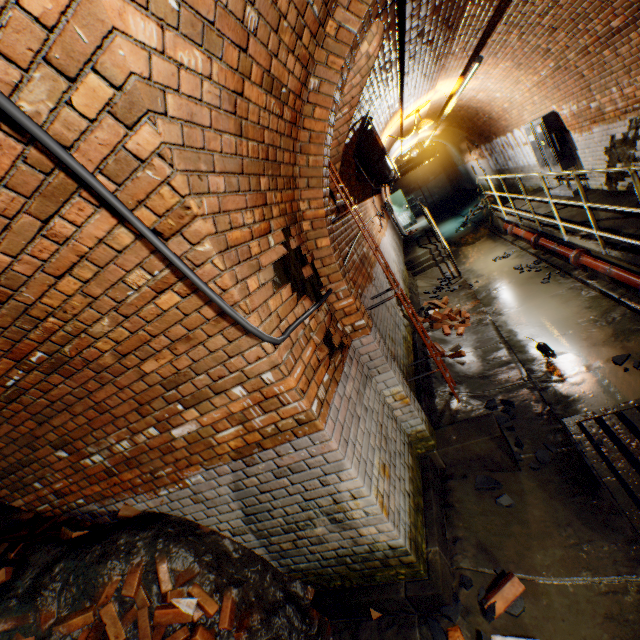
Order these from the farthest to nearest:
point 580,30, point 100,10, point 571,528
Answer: point 580,30 < point 571,528 < point 100,10

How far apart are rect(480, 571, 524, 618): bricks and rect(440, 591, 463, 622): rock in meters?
0.0

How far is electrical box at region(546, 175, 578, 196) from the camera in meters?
7.4 m

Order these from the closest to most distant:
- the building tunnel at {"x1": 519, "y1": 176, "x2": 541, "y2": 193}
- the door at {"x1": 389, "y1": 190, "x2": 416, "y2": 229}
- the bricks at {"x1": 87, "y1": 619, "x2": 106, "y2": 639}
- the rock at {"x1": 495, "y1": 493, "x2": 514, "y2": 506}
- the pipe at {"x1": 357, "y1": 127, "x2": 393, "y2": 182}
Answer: the bricks at {"x1": 87, "y1": 619, "x2": 106, "y2": 639} < the rock at {"x1": 495, "y1": 493, "x2": 514, "y2": 506} < the pipe at {"x1": 357, "y1": 127, "x2": 393, "y2": 182} < the building tunnel at {"x1": 519, "y1": 176, "x2": 541, "y2": 193} < the door at {"x1": 389, "y1": 190, "x2": 416, "y2": 229}

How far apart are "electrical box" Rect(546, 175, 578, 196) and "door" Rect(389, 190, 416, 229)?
9.8 meters

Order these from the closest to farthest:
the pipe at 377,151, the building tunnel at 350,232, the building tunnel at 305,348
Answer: the building tunnel at 305,348 < the building tunnel at 350,232 < the pipe at 377,151

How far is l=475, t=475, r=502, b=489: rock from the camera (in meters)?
3.28

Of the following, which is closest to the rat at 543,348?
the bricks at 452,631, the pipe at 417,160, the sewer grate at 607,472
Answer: the sewer grate at 607,472
